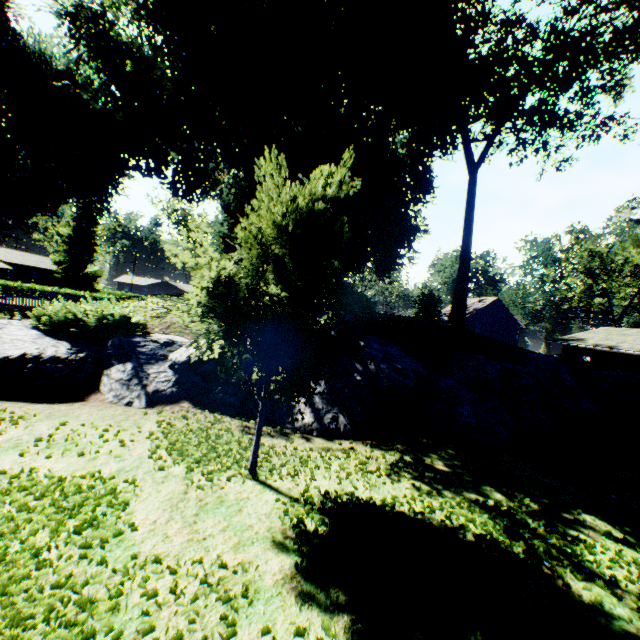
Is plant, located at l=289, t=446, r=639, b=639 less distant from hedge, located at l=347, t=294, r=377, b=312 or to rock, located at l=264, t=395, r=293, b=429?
rock, located at l=264, t=395, r=293, b=429

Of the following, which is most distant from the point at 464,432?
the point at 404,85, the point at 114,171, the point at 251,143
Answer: the point at 114,171

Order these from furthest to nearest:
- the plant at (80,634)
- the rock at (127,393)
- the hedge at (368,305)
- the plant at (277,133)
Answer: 1. the hedge at (368,305)
2. the rock at (127,393)
3. the plant at (277,133)
4. the plant at (80,634)

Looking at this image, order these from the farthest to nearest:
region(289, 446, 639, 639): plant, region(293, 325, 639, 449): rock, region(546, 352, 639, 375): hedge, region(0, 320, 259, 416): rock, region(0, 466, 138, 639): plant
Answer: region(546, 352, 639, 375): hedge
region(293, 325, 639, 449): rock
region(0, 320, 259, 416): rock
region(289, 446, 639, 639): plant
region(0, 466, 138, 639): plant

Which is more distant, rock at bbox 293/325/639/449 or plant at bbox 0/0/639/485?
rock at bbox 293/325/639/449

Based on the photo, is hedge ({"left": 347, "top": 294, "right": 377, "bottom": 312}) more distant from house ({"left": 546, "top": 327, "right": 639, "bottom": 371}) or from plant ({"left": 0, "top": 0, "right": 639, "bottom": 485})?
house ({"left": 546, "top": 327, "right": 639, "bottom": 371})

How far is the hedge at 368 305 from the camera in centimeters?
1555cm

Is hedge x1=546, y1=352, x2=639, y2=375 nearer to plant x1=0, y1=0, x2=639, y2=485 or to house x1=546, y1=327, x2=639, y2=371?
plant x1=0, y1=0, x2=639, y2=485
